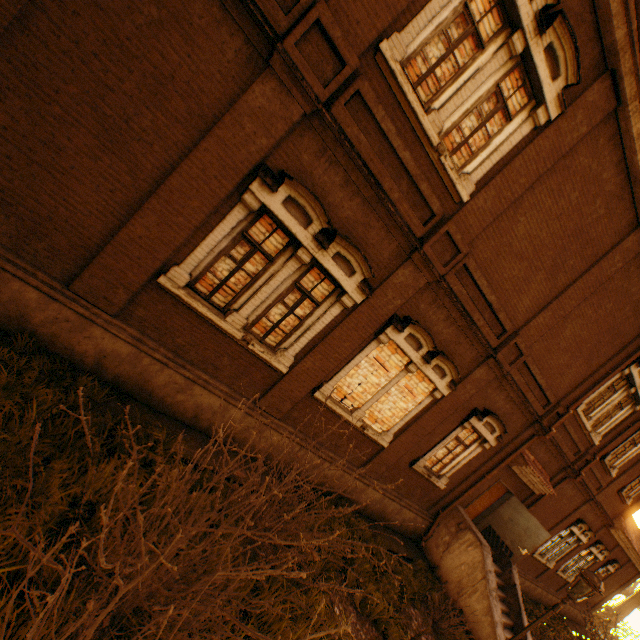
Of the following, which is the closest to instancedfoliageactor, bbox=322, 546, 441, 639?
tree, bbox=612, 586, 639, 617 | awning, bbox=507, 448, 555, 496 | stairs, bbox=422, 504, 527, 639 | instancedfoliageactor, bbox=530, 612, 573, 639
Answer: stairs, bbox=422, 504, 527, 639

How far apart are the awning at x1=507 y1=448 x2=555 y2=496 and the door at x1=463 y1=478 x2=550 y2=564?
0.5m

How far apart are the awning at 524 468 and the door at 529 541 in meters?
0.5

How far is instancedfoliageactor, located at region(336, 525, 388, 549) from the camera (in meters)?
7.55

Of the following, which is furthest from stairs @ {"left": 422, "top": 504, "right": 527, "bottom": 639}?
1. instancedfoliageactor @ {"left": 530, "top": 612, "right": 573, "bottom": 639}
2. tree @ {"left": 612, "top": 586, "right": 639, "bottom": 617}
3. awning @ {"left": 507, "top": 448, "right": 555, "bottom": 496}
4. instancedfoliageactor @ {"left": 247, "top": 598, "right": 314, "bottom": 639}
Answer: instancedfoliageactor @ {"left": 247, "top": 598, "right": 314, "bottom": 639}

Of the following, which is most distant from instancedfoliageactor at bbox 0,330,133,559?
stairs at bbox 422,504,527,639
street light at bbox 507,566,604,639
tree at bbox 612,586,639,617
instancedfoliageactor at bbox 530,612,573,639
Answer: instancedfoliageactor at bbox 530,612,573,639

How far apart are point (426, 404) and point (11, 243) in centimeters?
905cm

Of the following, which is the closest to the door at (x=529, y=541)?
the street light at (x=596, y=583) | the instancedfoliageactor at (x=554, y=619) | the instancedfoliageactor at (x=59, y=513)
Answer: the instancedfoliageactor at (x=554, y=619)
